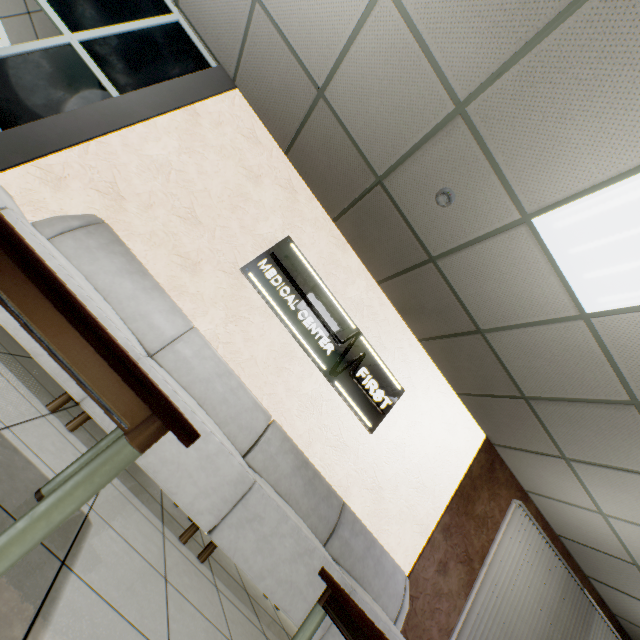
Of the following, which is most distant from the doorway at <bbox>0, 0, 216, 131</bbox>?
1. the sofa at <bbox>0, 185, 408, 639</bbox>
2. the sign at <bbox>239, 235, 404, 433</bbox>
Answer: the sign at <bbox>239, 235, 404, 433</bbox>

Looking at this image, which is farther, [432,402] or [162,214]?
[432,402]

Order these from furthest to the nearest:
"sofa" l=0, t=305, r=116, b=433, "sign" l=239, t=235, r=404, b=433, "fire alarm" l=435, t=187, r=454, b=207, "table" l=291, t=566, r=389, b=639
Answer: "sign" l=239, t=235, r=404, b=433
"fire alarm" l=435, t=187, r=454, b=207
"sofa" l=0, t=305, r=116, b=433
"table" l=291, t=566, r=389, b=639

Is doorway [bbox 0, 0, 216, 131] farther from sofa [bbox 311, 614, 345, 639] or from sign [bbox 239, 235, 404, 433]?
sign [bbox 239, 235, 404, 433]

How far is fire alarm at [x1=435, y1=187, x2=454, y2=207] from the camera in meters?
2.8

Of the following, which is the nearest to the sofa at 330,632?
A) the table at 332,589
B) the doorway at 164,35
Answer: the doorway at 164,35

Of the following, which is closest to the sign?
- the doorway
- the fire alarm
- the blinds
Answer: the fire alarm

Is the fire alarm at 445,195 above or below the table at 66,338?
above
